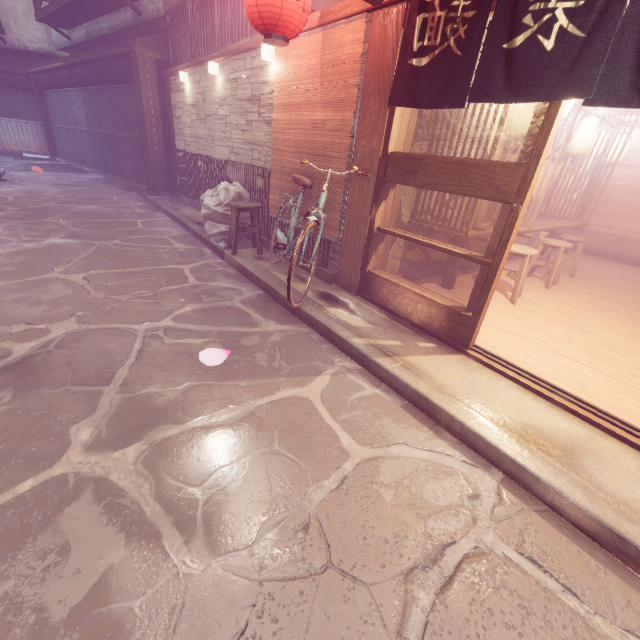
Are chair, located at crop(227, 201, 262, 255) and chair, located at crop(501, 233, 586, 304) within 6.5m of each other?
no

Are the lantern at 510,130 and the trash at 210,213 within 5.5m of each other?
no

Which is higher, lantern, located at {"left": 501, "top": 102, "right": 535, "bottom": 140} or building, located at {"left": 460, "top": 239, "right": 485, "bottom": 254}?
lantern, located at {"left": 501, "top": 102, "right": 535, "bottom": 140}

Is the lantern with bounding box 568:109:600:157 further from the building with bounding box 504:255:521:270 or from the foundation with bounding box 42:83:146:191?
the foundation with bounding box 42:83:146:191

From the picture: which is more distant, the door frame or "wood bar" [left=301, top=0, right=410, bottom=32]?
"wood bar" [left=301, top=0, right=410, bottom=32]

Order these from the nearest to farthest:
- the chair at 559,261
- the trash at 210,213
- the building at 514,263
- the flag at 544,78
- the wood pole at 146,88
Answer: the flag at 544,78 → the chair at 559,261 → the trash at 210,213 → the building at 514,263 → the wood pole at 146,88

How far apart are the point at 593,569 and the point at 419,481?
1.7 meters

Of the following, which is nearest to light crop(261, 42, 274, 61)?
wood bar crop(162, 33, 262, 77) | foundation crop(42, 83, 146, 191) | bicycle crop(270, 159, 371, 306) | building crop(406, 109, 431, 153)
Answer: wood bar crop(162, 33, 262, 77)
